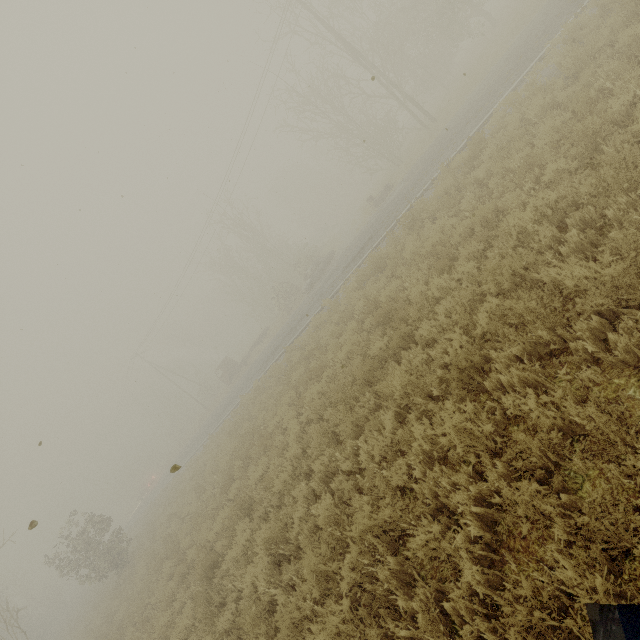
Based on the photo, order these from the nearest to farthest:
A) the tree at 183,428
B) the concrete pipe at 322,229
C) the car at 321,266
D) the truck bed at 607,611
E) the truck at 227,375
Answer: the truck bed at 607,611
the car at 321,266
the truck at 227,375
the tree at 183,428
the concrete pipe at 322,229

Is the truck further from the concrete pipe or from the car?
the concrete pipe

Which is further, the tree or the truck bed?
the tree

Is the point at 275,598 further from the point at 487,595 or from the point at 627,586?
the point at 627,586

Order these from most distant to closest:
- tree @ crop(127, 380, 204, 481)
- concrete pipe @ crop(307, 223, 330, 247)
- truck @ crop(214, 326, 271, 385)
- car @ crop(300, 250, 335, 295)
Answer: concrete pipe @ crop(307, 223, 330, 247), tree @ crop(127, 380, 204, 481), truck @ crop(214, 326, 271, 385), car @ crop(300, 250, 335, 295)

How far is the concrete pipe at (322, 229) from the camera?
49.9 meters

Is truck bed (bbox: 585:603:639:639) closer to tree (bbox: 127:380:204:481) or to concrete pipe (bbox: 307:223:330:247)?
concrete pipe (bbox: 307:223:330:247)

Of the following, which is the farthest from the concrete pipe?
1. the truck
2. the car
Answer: the car
